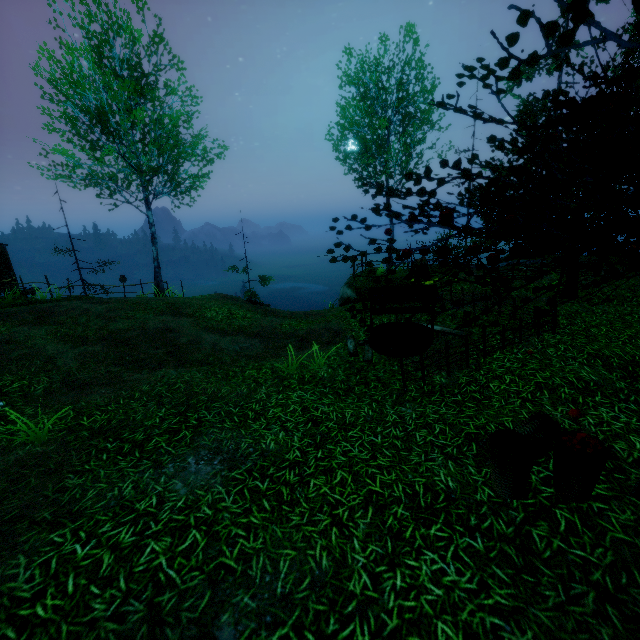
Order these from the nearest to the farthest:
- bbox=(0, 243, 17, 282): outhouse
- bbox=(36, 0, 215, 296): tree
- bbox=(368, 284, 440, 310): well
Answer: bbox=(368, 284, 440, 310): well → bbox=(36, 0, 215, 296): tree → bbox=(0, 243, 17, 282): outhouse

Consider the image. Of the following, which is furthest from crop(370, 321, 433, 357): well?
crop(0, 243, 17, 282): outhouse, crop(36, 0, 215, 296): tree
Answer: crop(0, 243, 17, 282): outhouse

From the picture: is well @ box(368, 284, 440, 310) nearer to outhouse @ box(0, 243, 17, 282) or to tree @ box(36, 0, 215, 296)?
tree @ box(36, 0, 215, 296)

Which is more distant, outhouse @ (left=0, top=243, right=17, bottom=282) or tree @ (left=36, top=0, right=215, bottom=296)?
outhouse @ (left=0, top=243, right=17, bottom=282)

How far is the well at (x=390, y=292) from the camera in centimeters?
788cm

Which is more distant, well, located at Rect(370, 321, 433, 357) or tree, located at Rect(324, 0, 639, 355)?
well, located at Rect(370, 321, 433, 357)

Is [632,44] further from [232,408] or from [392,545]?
[232,408]
